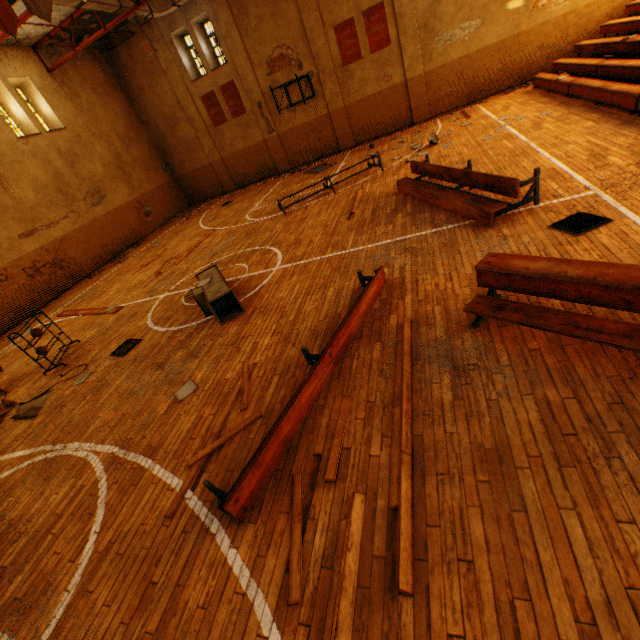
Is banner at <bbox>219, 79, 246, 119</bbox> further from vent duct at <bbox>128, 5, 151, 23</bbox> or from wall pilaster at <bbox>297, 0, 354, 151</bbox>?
wall pilaster at <bbox>297, 0, 354, 151</bbox>

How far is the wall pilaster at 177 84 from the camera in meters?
16.6 m

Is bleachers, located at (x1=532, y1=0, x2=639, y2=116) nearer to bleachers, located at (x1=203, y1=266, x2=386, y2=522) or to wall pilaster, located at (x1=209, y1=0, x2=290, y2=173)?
bleachers, located at (x1=203, y1=266, x2=386, y2=522)

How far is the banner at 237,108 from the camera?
17.3 meters

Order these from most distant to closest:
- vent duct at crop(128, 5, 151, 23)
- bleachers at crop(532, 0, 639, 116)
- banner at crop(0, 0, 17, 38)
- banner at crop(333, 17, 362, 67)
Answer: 1. banner at crop(333, 17, 362, 67)
2. vent duct at crop(128, 5, 151, 23)
3. bleachers at crop(532, 0, 639, 116)
4. banner at crop(0, 0, 17, 38)

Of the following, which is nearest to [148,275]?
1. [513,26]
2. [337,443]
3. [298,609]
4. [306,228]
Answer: [306,228]

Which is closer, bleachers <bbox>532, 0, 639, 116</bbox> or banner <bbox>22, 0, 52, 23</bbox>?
banner <bbox>22, 0, 52, 23</bbox>

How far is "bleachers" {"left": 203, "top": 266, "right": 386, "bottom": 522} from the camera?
3.0 meters
